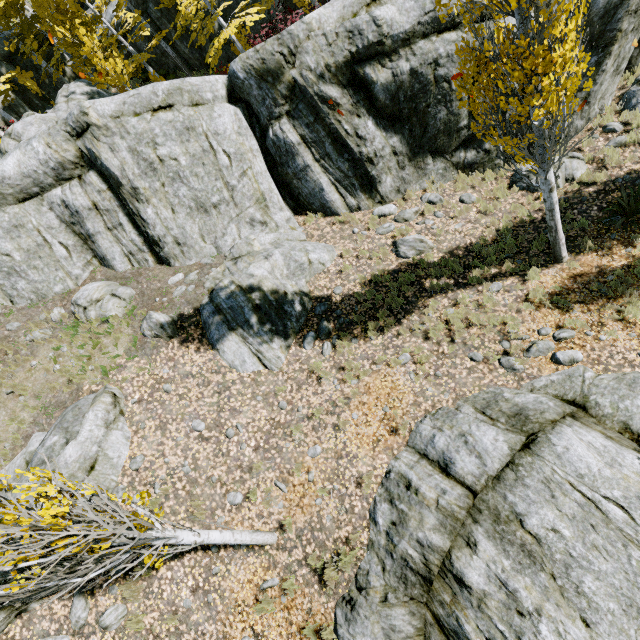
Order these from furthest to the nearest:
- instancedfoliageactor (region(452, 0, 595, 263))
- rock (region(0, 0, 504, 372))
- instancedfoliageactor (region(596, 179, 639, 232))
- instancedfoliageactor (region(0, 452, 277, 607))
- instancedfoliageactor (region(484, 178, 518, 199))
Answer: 1. instancedfoliageactor (region(484, 178, 518, 199))
2. rock (region(0, 0, 504, 372))
3. instancedfoliageactor (region(596, 179, 639, 232))
4. instancedfoliageactor (region(452, 0, 595, 263))
5. instancedfoliageactor (region(0, 452, 277, 607))

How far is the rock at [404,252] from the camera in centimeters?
994cm

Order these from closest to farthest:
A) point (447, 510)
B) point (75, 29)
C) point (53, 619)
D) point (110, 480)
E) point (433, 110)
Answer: point (447, 510) → point (53, 619) → point (110, 480) → point (433, 110) → point (75, 29)

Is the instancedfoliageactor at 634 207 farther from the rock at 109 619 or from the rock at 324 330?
the rock at 109 619

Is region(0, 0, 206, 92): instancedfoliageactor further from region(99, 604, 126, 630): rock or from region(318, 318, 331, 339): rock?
region(99, 604, 126, 630): rock

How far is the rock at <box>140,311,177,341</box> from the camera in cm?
920

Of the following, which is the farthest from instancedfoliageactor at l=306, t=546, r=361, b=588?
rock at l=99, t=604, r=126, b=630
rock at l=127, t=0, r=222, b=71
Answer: rock at l=99, t=604, r=126, b=630
